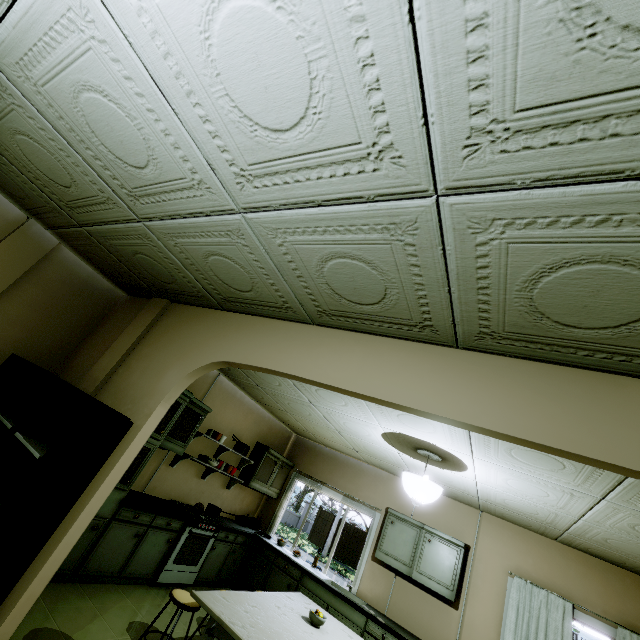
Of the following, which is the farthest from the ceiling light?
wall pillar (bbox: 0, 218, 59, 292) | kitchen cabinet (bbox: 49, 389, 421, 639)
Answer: wall pillar (bbox: 0, 218, 59, 292)

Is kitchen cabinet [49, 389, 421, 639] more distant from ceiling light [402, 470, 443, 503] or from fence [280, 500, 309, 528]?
fence [280, 500, 309, 528]

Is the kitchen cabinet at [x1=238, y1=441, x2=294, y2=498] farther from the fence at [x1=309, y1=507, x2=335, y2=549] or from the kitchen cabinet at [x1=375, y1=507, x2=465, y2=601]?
the fence at [x1=309, y1=507, x2=335, y2=549]

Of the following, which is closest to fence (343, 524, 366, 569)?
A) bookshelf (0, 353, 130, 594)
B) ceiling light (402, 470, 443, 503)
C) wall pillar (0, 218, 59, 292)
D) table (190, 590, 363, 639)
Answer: table (190, 590, 363, 639)

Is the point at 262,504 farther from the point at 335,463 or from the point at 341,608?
the point at 341,608

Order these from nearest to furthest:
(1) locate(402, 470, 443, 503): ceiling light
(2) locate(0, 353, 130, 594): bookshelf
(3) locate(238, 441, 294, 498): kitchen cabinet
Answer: (2) locate(0, 353, 130, 594): bookshelf, (1) locate(402, 470, 443, 503): ceiling light, (3) locate(238, 441, 294, 498): kitchen cabinet

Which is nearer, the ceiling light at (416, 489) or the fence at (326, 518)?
the ceiling light at (416, 489)

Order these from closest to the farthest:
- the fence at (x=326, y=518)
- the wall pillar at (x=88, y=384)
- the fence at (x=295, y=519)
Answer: the wall pillar at (x=88, y=384), the fence at (x=326, y=518), the fence at (x=295, y=519)
